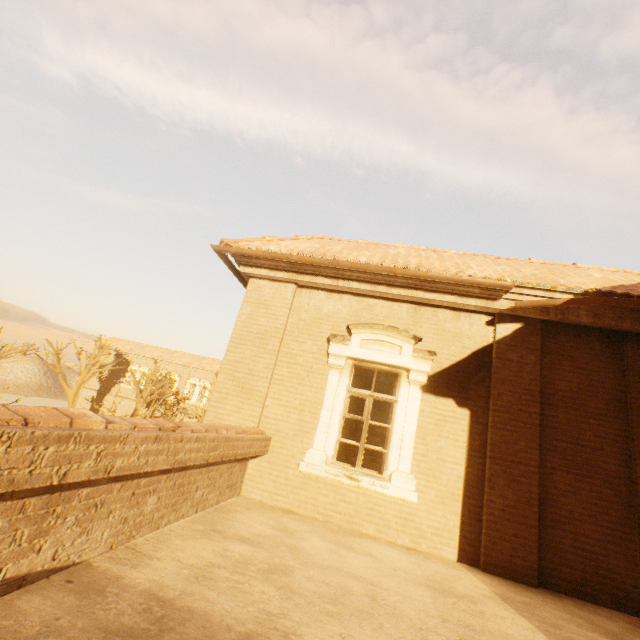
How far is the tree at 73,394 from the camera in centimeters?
3028cm

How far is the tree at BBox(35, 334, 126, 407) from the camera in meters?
30.3 m

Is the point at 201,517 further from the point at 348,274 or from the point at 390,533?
the point at 348,274
